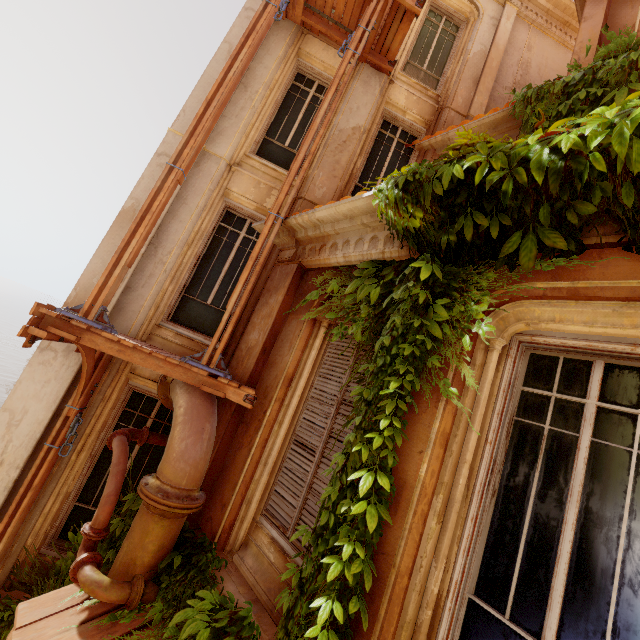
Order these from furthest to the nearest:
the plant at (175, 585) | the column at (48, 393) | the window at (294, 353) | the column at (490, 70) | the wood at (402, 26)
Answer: the column at (490, 70), the wood at (402, 26), the column at (48, 393), the window at (294, 353), the plant at (175, 585)

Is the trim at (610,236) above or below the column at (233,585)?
above

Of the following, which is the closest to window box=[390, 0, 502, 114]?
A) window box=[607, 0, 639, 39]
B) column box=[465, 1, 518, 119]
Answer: column box=[465, 1, 518, 119]

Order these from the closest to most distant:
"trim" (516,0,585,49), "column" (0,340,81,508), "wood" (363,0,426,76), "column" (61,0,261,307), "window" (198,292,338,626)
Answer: "window" (198,292,338,626) < "column" (0,340,81,508) < "column" (61,0,261,307) < "wood" (363,0,426,76) < "trim" (516,0,585,49)

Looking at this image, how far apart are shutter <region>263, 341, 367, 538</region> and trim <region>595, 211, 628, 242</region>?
1.98m

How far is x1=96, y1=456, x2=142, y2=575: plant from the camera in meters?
4.3 m

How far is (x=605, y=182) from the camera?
2.0m

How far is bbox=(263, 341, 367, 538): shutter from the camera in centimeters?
353cm
